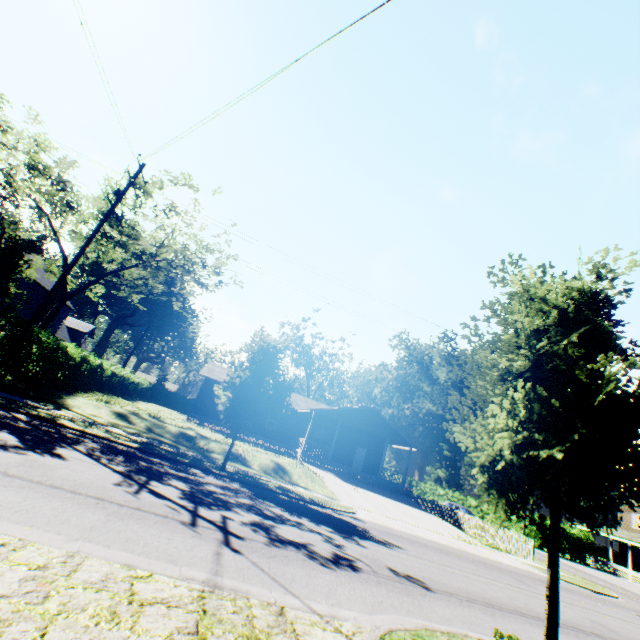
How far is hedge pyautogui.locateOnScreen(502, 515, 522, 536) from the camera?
36.4m

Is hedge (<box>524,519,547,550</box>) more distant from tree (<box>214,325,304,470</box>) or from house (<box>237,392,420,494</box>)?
tree (<box>214,325,304,470</box>)

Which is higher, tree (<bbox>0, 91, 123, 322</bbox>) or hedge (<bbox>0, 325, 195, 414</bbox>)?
Answer: tree (<bbox>0, 91, 123, 322</bbox>)

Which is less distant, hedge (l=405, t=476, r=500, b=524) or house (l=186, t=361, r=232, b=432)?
house (l=186, t=361, r=232, b=432)

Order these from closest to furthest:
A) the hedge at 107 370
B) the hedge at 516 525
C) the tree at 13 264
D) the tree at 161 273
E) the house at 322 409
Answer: the tree at 13 264 < the hedge at 107 370 < the tree at 161 273 < the house at 322 409 < the hedge at 516 525

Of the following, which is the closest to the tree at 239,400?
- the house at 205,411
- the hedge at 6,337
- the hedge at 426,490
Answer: the hedge at 6,337

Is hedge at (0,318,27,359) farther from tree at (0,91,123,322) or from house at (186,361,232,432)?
house at (186,361,232,432)

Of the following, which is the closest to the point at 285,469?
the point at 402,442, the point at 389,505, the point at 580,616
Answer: the point at 389,505
